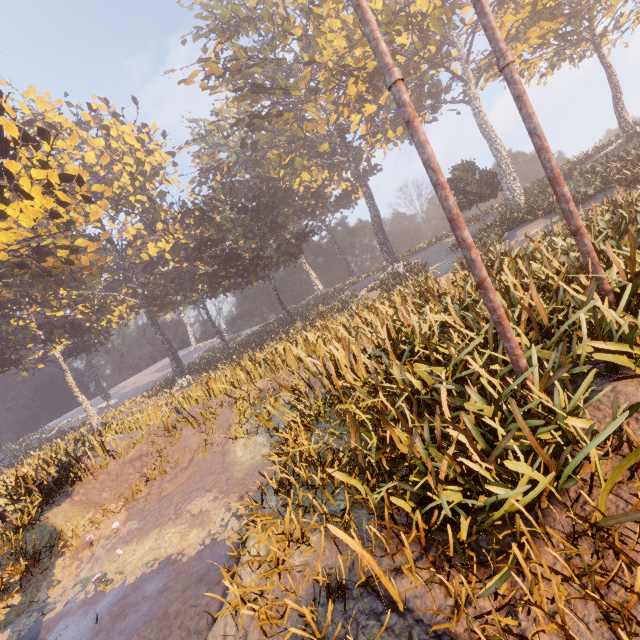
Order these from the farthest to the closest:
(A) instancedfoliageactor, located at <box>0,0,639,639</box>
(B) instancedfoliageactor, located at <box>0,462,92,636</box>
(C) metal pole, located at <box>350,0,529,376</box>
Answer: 1. (B) instancedfoliageactor, located at <box>0,462,92,636</box>
2. (C) metal pole, located at <box>350,0,529,376</box>
3. (A) instancedfoliageactor, located at <box>0,0,639,639</box>

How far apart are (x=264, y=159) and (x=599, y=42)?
45.7 meters

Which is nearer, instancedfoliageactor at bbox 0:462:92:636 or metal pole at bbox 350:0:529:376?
metal pole at bbox 350:0:529:376

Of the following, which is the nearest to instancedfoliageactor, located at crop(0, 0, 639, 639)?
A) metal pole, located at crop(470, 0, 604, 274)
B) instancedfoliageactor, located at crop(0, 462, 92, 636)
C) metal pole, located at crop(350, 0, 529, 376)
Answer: metal pole, located at crop(350, 0, 529, 376)

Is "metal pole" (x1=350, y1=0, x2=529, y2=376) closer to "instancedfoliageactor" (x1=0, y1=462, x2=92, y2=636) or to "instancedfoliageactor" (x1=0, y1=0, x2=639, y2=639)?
"instancedfoliageactor" (x1=0, y1=0, x2=639, y2=639)

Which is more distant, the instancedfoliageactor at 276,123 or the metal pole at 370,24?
the metal pole at 370,24

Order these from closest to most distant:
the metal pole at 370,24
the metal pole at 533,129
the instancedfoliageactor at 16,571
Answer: the metal pole at 370,24, the metal pole at 533,129, the instancedfoliageactor at 16,571

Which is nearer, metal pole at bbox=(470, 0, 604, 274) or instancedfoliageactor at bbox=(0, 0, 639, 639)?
instancedfoliageactor at bbox=(0, 0, 639, 639)
